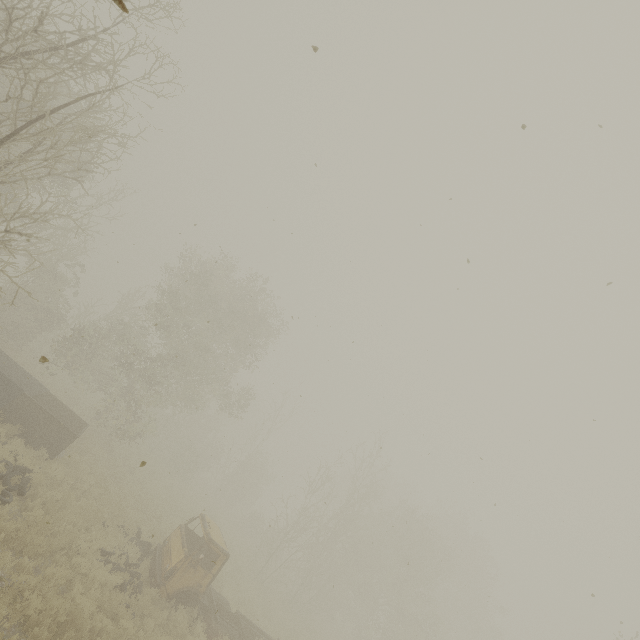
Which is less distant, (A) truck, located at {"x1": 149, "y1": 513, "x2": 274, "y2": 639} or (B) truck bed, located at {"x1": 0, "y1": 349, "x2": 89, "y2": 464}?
(A) truck, located at {"x1": 149, "y1": 513, "x2": 274, "y2": 639}

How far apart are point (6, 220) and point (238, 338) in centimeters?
2107cm

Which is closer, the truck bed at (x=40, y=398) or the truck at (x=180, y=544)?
the truck at (x=180, y=544)
